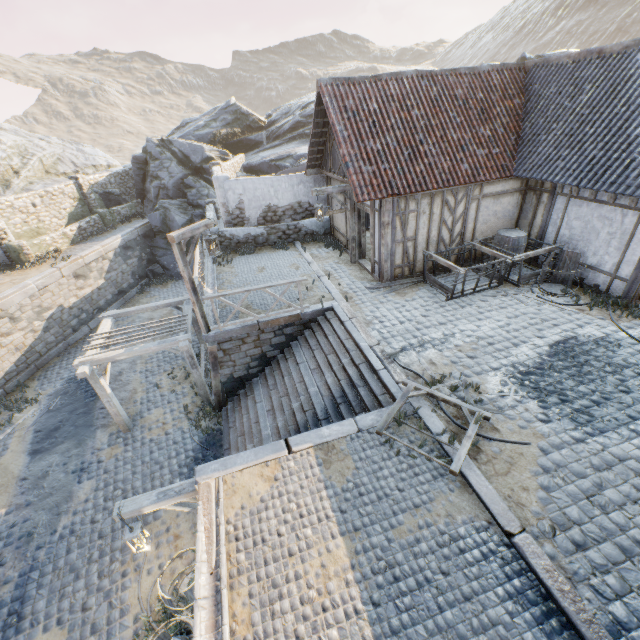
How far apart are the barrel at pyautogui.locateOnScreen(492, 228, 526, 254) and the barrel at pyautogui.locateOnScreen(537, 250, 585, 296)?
1.0 meters

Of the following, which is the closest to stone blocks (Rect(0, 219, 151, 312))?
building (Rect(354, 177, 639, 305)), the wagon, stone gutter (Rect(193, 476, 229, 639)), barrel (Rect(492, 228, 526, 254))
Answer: stone gutter (Rect(193, 476, 229, 639))

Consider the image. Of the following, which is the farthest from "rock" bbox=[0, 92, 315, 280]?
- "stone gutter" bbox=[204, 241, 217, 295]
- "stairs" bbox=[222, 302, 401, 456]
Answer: "stairs" bbox=[222, 302, 401, 456]

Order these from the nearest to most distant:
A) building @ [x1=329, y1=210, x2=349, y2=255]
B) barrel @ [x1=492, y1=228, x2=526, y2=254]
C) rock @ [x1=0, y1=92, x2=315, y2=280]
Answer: barrel @ [x1=492, y1=228, x2=526, y2=254] → building @ [x1=329, y1=210, x2=349, y2=255] → rock @ [x1=0, y1=92, x2=315, y2=280]

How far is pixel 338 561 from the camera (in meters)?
4.45

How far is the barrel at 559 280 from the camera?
9.37m

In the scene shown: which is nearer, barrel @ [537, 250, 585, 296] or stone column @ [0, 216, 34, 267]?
barrel @ [537, 250, 585, 296]

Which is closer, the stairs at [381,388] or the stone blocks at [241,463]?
the stone blocks at [241,463]
